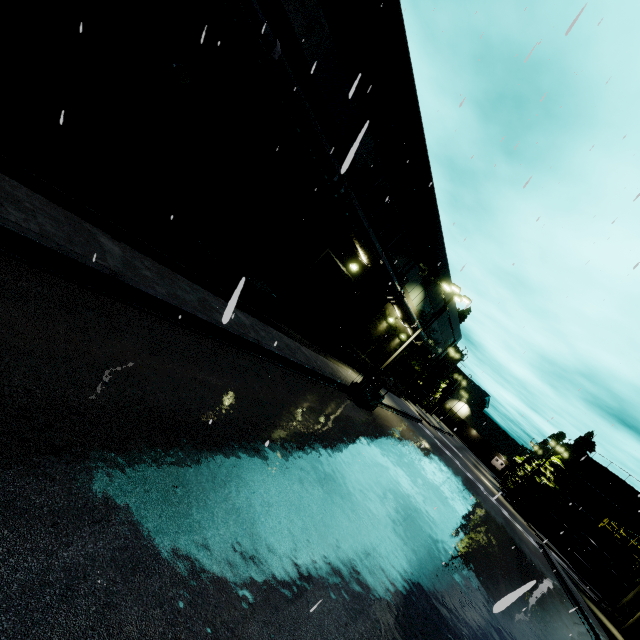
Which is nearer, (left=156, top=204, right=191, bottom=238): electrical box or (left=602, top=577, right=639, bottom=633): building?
(left=156, top=204, right=191, bottom=238): electrical box

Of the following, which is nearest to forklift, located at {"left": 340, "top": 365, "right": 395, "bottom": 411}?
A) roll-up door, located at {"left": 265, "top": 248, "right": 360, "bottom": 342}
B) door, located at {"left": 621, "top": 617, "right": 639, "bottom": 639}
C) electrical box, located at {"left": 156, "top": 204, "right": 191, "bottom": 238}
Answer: roll-up door, located at {"left": 265, "top": 248, "right": 360, "bottom": 342}

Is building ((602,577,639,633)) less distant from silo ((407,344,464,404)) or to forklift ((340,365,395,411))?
forklift ((340,365,395,411))

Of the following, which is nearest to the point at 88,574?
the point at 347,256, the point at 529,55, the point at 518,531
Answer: the point at 529,55

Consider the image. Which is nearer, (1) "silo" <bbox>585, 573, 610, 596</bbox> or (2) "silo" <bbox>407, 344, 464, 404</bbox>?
(1) "silo" <bbox>585, 573, 610, 596</bbox>

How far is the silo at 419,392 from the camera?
53.8 meters

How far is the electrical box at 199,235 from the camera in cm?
1089

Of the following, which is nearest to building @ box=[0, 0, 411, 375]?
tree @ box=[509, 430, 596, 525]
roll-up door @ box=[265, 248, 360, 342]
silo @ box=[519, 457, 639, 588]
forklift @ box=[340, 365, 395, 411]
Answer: roll-up door @ box=[265, 248, 360, 342]
